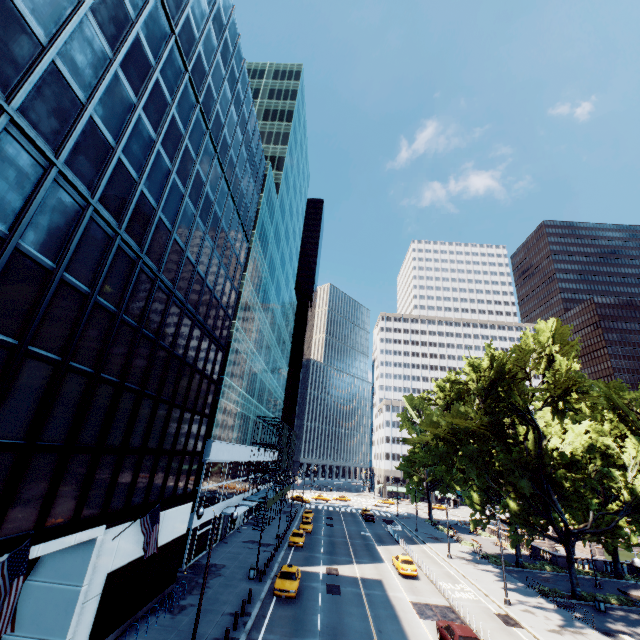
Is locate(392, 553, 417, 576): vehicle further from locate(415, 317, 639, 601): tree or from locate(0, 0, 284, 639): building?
locate(0, 0, 284, 639): building

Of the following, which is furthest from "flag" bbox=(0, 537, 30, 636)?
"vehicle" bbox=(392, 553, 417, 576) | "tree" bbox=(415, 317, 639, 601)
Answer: "vehicle" bbox=(392, 553, 417, 576)

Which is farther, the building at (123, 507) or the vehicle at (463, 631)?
the vehicle at (463, 631)

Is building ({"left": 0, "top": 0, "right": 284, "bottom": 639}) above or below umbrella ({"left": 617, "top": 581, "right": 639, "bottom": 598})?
above

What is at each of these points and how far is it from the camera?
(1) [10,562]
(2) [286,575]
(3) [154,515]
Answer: (1) flag, 9.6m
(2) vehicle, 27.0m
(3) flag, 17.2m

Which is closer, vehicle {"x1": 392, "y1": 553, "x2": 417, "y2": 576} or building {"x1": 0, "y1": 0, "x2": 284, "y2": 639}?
building {"x1": 0, "y1": 0, "x2": 284, "y2": 639}

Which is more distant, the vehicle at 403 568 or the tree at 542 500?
→ the vehicle at 403 568

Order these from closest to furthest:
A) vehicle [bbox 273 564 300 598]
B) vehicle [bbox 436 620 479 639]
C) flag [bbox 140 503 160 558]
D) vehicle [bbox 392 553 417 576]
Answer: flag [bbox 140 503 160 558]
vehicle [bbox 436 620 479 639]
vehicle [bbox 273 564 300 598]
vehicle [bbox 392 553 417 576]
